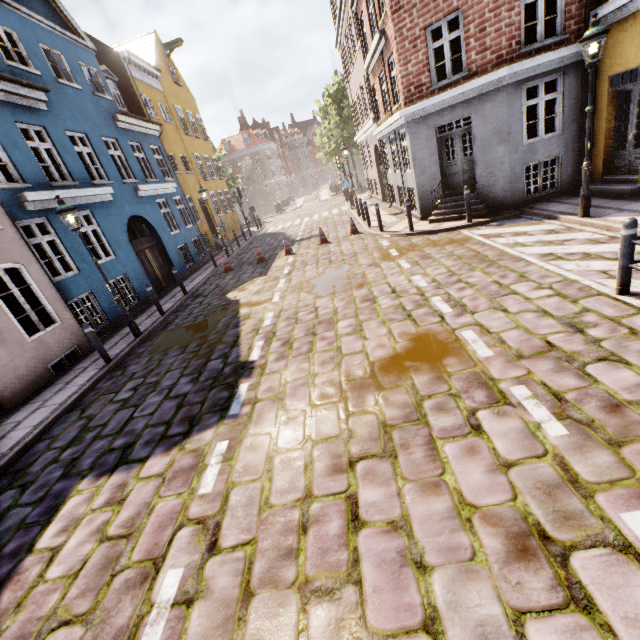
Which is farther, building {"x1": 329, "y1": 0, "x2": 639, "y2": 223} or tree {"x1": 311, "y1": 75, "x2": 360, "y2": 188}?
tree {"x1": 311, "y1": 75, "x2": 360, "y2": 188}

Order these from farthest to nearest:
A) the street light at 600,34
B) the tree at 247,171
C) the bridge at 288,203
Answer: the bridge at 288,203 < the tree at 247,171 < the street light at 600,34

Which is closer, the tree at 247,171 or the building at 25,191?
the building at 25,191

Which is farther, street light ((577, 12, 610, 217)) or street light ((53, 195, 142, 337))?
street light ((53, 195, 142, 337))

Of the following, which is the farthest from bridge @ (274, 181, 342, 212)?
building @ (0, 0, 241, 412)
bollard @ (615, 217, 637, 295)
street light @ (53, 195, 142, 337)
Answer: bollard @ (615, 217, 637, 295)

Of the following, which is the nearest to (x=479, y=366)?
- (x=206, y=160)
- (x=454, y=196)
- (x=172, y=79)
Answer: (x=454, y=196)

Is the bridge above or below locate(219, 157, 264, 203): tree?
below

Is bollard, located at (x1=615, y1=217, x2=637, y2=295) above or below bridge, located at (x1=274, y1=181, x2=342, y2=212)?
below
